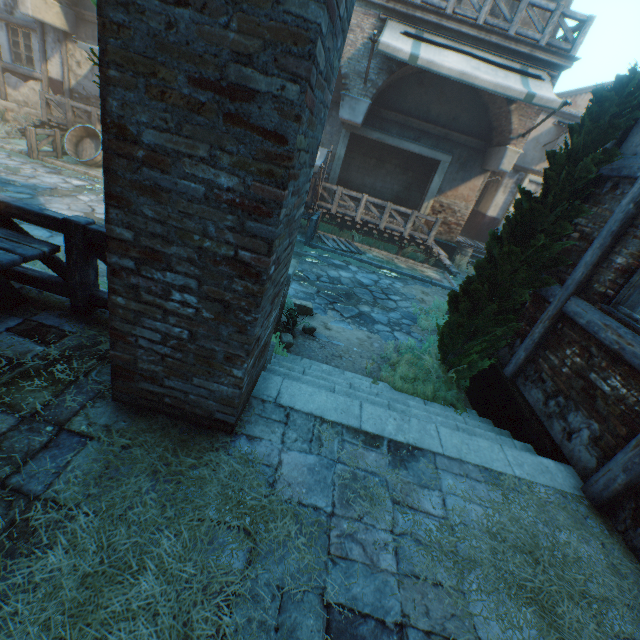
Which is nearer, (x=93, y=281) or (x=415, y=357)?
(x=93, y=281)

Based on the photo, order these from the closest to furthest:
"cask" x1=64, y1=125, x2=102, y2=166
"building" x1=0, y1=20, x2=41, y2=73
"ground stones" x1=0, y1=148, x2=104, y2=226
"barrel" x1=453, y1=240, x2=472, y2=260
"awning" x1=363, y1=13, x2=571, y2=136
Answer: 1. "ground stones" x1=0, y1=148, x2=104, y2=226
2. "awning" x1=363, y1=13, x2=571, y2=136
3. "cask" x1=64, y1=125, x2=102, y2=166
4. "building" x1=0, y1=20, x2=41, y2=73
5. "barrel" x1=453, y1=240, x2=472, y2=260

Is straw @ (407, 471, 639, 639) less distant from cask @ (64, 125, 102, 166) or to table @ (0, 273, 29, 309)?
table @ (0, 273, 29, 309)

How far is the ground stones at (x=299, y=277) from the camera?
7.3 meters

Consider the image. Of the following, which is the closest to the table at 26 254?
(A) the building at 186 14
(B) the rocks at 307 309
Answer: (B) the rocks at 307 309

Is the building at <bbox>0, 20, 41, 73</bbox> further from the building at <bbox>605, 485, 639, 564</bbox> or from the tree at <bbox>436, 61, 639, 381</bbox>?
the building at <bbox>605, 485, 639, 564</bbox>

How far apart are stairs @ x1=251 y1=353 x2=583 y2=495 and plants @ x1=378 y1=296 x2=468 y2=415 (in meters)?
0.01

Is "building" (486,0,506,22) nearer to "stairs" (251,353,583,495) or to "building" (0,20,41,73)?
"building" (0,20,41,73)
